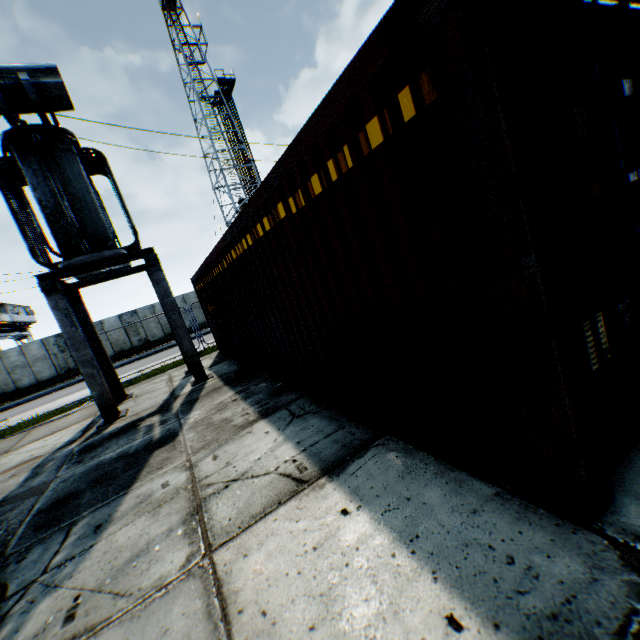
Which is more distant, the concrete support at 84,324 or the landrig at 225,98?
the landrig at 225,98

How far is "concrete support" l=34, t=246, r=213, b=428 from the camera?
7.20m

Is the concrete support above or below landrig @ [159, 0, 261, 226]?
below

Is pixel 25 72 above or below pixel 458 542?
above

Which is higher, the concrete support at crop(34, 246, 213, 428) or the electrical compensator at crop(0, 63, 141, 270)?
the electrical compensator at crop(0, 63, 141, 270)

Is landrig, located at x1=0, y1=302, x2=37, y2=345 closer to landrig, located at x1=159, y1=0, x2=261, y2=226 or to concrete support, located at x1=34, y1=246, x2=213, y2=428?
landrig, located at x1=159, y1=0, x2=261, y2=226

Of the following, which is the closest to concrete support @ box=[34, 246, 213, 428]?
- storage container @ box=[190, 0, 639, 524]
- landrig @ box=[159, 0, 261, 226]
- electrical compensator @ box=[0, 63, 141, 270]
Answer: electrical compensator @ box=[0, 63, 141, 270]

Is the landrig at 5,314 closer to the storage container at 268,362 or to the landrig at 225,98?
the landrig at 225,98
